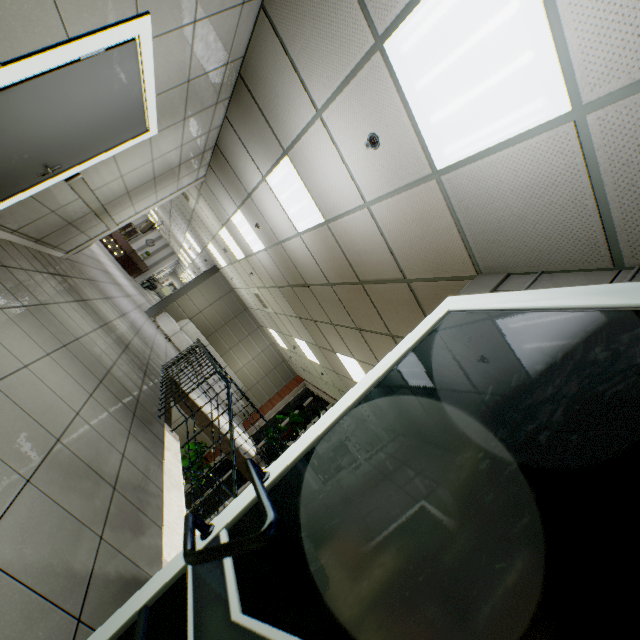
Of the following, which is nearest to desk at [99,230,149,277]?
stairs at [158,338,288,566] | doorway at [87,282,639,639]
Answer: stairs at [158,338,288,566]

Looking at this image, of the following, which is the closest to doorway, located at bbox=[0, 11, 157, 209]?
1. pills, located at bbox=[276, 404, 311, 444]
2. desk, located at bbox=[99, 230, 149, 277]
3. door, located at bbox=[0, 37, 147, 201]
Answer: door, located at bbox=[0, 37, 147, 201]

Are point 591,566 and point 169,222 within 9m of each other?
no

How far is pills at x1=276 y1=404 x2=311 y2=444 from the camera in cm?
955

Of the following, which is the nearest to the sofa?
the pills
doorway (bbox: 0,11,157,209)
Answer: the pills

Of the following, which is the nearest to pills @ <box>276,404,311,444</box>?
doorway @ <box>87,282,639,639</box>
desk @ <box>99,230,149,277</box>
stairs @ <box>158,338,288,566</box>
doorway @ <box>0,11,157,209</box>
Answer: stairs @ <box>158,338,288,566</box>

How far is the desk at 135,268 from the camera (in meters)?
18.92

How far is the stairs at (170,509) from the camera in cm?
255
